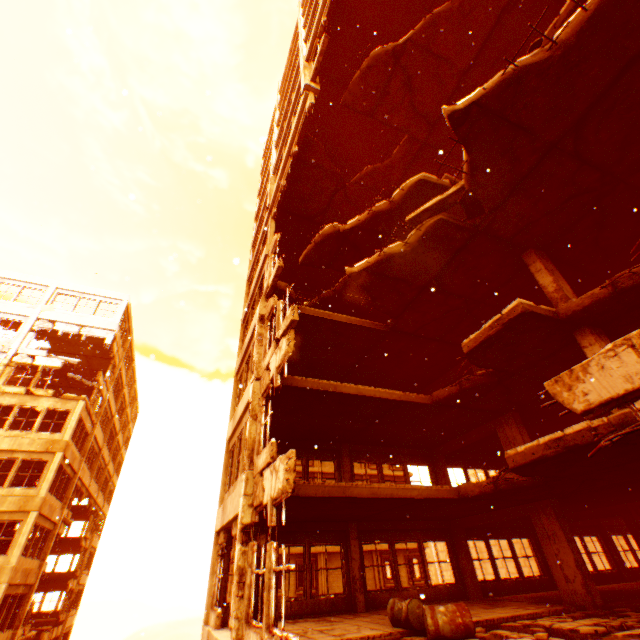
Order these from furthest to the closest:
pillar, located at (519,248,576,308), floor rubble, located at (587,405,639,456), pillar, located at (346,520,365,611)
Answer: pillar, located at (346,520,365,611) < pillar, located at (519,248,576,308) < floor rubble, located at (587,405,639,456)

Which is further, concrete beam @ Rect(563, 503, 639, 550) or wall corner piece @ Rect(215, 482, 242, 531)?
concrete beam @ Rect(563, 503, 639, 550)

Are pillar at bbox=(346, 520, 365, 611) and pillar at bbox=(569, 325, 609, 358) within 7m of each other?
no

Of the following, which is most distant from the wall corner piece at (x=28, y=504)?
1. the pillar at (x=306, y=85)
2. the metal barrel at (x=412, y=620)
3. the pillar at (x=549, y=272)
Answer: the pillar at (x=549, y=272)

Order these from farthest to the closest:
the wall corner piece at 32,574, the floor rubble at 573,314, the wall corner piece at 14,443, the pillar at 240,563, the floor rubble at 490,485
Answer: the wall corner piece at 14,443
the wall corner piece at 32,574
the floor rubble at 490,485
the floor rubble at 573,314
the pillar at 240,563

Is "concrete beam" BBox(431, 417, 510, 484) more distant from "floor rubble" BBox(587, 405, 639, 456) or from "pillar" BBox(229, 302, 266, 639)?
"pillar" BBox(229, 302, 266, 639)

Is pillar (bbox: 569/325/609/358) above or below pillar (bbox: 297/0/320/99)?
below

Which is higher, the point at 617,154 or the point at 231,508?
the point at 617,154
